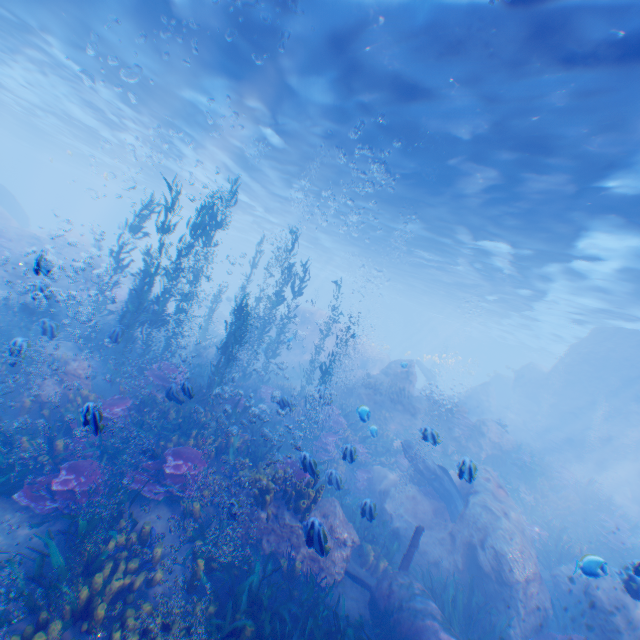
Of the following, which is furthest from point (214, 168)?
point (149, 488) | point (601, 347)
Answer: point (601, 347)

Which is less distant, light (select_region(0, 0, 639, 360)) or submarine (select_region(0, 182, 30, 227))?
light (select_region(0, 0, 639, 360))

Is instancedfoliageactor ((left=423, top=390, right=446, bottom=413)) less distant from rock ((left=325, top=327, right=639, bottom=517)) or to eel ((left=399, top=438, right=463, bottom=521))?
rock ((left=325, top=327, right=639, bottom=517))

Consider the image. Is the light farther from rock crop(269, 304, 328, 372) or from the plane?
the plane

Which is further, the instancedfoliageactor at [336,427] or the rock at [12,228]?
the rock at [12,228]

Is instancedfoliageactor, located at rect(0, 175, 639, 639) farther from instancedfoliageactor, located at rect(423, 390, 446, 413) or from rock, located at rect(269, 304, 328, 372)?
instancedfoliageactor, located at rect(423, 390, 446, 413)

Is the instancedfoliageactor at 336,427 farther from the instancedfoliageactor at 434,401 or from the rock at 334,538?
the instancedfoliageactor at 434,401

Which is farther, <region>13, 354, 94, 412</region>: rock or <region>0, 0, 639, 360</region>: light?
<region>13, 354, 94, 412</region>: rock
